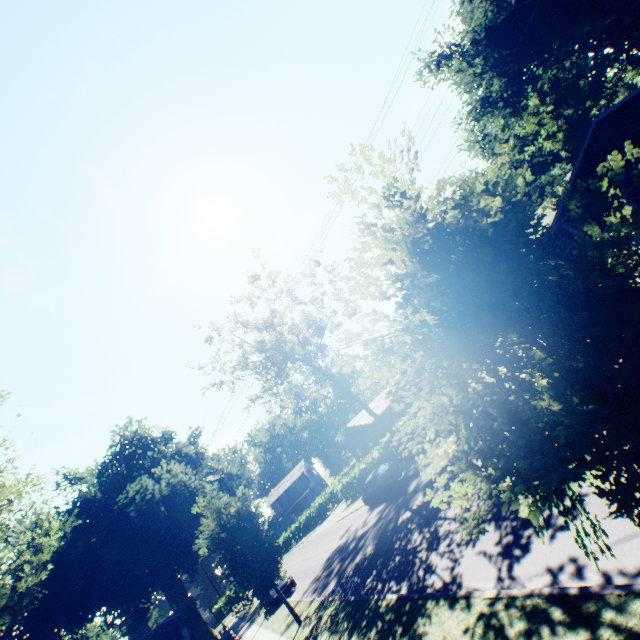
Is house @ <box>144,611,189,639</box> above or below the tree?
below

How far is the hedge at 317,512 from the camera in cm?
2691

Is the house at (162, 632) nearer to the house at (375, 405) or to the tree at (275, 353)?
the house at (375, 405)

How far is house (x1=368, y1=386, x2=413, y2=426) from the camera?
45.2 meters

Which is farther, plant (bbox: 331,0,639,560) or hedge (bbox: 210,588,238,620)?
hedge (bbox: 210,588,238,620)

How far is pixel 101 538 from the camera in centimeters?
3098cm

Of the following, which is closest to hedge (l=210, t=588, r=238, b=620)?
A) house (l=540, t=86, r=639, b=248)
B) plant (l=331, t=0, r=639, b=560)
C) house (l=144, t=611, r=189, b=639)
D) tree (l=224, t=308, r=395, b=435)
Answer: house (l=144, t=611, r=189, b=639)

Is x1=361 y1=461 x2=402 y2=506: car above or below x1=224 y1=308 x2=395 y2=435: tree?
below
